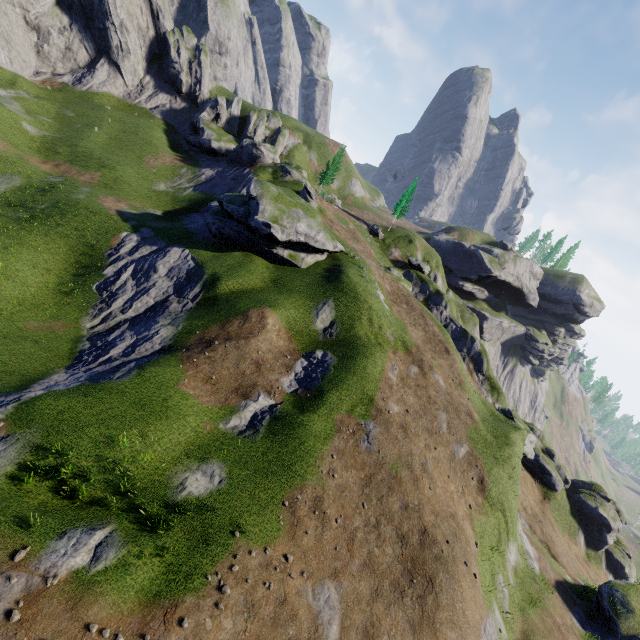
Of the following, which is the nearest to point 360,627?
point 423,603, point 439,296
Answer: point 423,603
